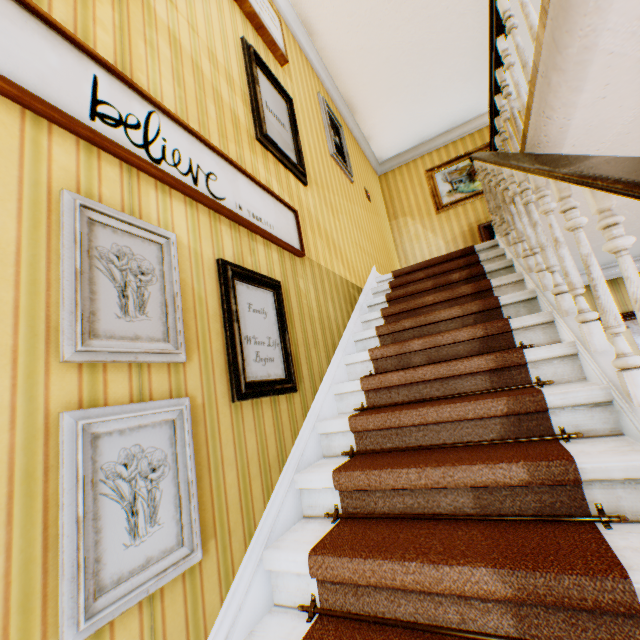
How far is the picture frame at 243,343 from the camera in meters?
1.6

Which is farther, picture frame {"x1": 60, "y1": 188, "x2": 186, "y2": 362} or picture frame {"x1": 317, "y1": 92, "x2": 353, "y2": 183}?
picture frame {"x1": 317, "y1": 92, "x2": 353, "y2": 183}

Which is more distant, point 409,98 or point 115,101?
point 409,98

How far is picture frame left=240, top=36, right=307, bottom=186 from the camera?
2.5 meters

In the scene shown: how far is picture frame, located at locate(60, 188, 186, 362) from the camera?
1.03m

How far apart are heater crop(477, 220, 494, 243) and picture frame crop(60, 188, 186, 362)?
5.3m

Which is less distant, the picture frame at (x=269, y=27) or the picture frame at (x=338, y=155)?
the picture frame at (x=269, y=27)

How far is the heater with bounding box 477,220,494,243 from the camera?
5.5m
